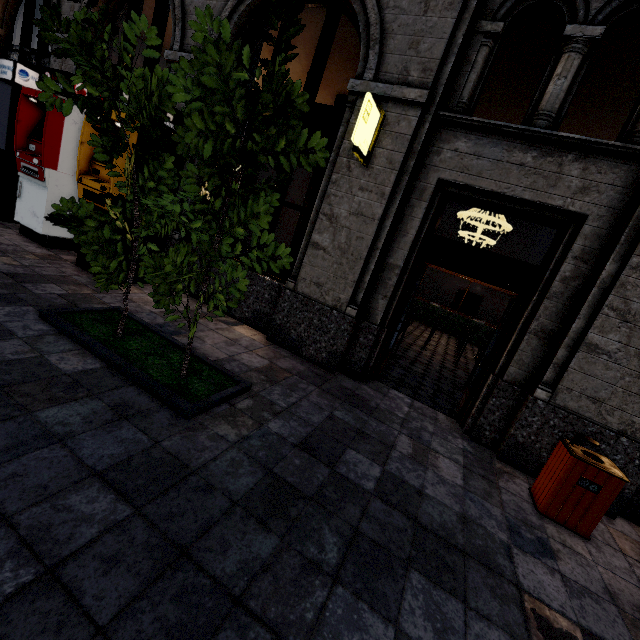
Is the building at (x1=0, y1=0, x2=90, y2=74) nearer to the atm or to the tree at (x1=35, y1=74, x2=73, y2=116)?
the atm

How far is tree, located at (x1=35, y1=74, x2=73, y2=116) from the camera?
2.7 meters

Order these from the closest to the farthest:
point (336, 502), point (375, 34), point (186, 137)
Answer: point (186, 137), point (336, 502), point (375, 34)

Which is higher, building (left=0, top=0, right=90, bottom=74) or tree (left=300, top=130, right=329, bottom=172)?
building (left=0, top=0, right=90, bottom=74)

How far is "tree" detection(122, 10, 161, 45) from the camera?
2.7 meters

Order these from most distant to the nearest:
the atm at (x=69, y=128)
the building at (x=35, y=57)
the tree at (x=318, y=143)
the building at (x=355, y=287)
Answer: the building at (x=35, y=57) < the atm at (x=69, y=128) < the building at (x=355, y=287) < the tree at (x=318, y=143)

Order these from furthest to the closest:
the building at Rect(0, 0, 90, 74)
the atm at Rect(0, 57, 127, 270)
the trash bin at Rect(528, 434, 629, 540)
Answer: the building at Rect(0, 0, 90, 74), the atm at Rect(0, 57, 127, 270), the trash bin at Rect(528, 434, 629, 540)

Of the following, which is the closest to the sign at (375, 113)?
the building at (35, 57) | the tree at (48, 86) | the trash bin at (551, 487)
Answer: the building at (35, 57)
